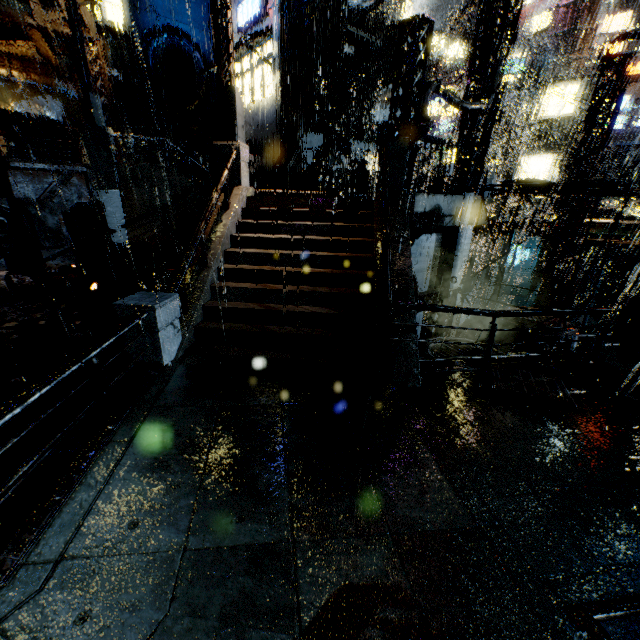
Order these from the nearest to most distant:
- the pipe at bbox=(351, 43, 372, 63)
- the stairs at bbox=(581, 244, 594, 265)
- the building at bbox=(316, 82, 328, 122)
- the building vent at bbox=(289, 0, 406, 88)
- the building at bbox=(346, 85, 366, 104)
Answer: the building vent at bbox=(289, 0, 406, 88)
the pipe at bbox=(351, 43, 372, 63)
the building at bbox=(316, 82, 328, 122)
the building at bbox=(346, 85, 366, 104)
the stairs at bbox=(581, 244, 594, 265)

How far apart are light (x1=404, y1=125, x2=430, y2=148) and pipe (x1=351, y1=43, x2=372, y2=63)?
11.4m

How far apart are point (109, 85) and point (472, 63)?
23.89m

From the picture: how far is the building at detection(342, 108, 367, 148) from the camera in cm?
2136

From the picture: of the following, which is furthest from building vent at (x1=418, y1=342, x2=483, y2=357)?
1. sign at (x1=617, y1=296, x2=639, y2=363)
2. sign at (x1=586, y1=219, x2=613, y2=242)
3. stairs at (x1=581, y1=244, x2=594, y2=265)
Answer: stairs at (x1=581, y1=244, x2=594, y2=265)

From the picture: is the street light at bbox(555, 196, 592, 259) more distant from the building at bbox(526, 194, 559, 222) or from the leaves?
the leaves

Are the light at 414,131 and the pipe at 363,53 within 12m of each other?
yes

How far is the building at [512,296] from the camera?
32.0m
